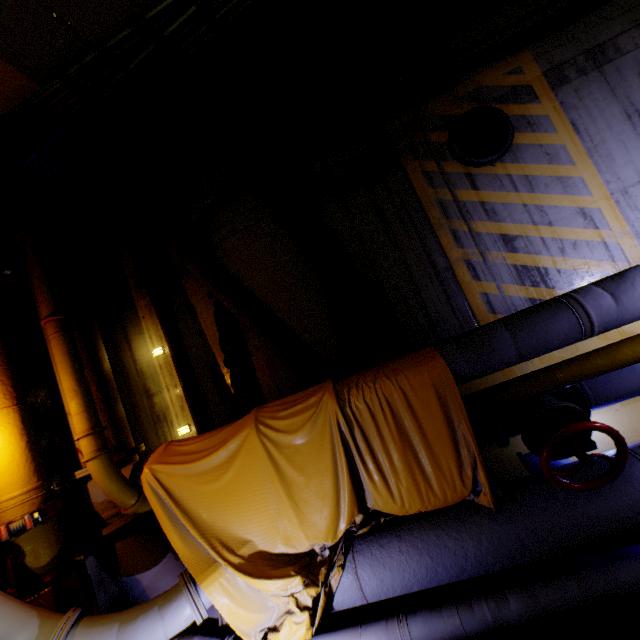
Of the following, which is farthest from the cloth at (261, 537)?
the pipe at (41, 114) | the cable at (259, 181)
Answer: the cable at (259, 181)

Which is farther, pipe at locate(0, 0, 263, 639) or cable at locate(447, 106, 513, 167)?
cable at locate(447, 106, 513, 167)

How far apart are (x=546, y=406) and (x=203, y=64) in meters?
6.0

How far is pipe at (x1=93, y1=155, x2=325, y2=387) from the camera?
4.6 meters

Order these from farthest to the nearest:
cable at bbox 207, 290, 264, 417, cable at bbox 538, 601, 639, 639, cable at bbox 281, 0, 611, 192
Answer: cable at bbox 207, 290, 264, 417, cable at bbox 281, 0, 611, 192, cable at bbox 538, 601, 639, 639

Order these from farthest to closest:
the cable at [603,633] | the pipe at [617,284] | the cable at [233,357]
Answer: the cable at [233,357] → the pipe at [617,284] → the cable at [603,633]

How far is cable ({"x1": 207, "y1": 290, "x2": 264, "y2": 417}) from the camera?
4.9m

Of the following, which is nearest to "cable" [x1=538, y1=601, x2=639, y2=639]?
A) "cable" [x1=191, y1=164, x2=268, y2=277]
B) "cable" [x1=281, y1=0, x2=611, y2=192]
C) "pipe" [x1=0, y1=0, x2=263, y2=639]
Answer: "pipe" [x1=0, y1=0, x2=263, y2=639]
